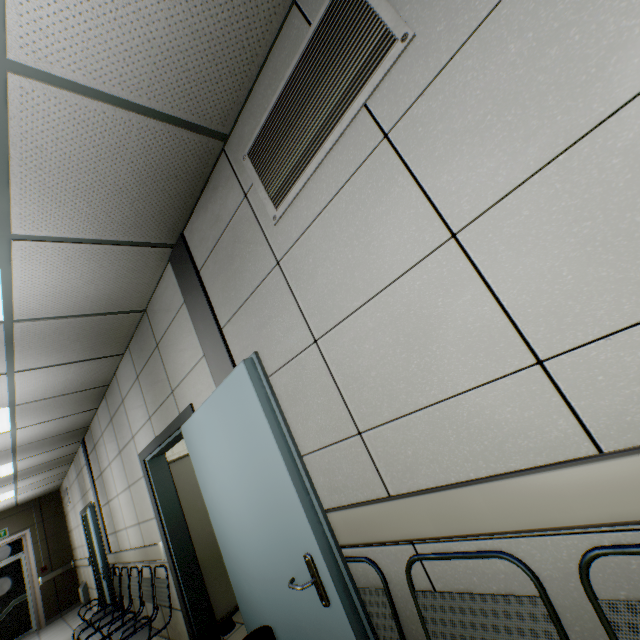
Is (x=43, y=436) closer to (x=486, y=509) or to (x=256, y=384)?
(x=256, y=384)

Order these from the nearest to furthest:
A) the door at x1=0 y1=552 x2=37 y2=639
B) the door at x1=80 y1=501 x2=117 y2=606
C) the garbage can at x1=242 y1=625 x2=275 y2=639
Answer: the garbage can at x1=242 y1=625 x2=275 y2=639 → the door at x1=80 y1=501 x2=117 y2=606 → the door at x1=0 y1=552 x2=37 y2=639

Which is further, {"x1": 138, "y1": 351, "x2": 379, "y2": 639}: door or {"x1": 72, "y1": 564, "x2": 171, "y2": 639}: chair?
{"x1": 72, "y1": 564, "x2": 171, "y2": 639}: chair

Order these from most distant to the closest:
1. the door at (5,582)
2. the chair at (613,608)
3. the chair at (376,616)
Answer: the door at (5,582), the chair at (376,616), the chair at (613,608)

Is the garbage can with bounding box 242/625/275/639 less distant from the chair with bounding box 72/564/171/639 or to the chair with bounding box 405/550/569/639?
the chair with bounding box 405/550/569/639

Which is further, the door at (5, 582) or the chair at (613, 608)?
the door at (5, 582)

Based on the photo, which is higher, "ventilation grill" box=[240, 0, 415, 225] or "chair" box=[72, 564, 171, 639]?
"ventilation grill" box=[240, 0, 415, 225]

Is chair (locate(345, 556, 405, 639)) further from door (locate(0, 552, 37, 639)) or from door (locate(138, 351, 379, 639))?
door (locate(0, 552, 37, 639))
